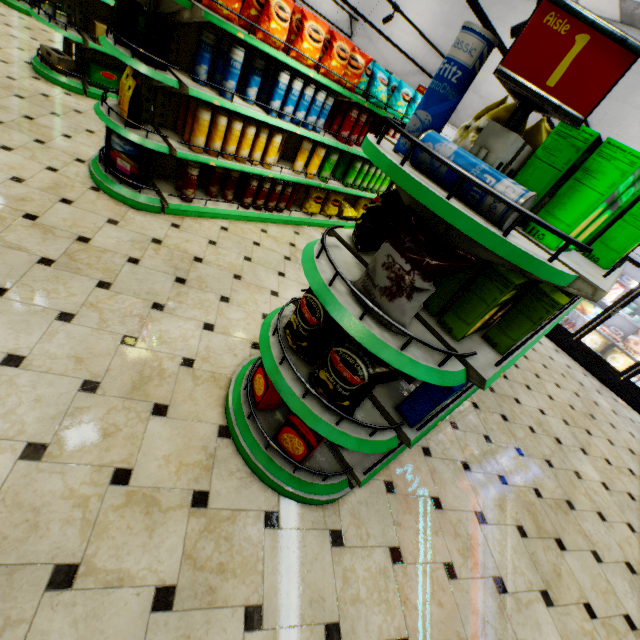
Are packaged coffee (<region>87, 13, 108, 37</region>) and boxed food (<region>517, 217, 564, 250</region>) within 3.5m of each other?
no

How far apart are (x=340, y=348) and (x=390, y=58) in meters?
11.0 m

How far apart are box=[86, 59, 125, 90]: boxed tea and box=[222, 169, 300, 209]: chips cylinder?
3.27m

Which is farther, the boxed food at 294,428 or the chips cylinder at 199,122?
the chips cylinder at 199,122

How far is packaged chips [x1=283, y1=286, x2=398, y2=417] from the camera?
1.59m

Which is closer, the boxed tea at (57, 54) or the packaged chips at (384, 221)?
the packaged chips at (384, 221)

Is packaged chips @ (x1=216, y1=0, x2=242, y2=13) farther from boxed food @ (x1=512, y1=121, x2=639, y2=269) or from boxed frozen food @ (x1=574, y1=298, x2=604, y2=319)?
boxed frozen food @ (x1=574, y1=298, x2=604, y2=319)

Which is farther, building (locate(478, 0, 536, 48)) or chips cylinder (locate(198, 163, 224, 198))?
building (locate(478, 0, 536, 48))
